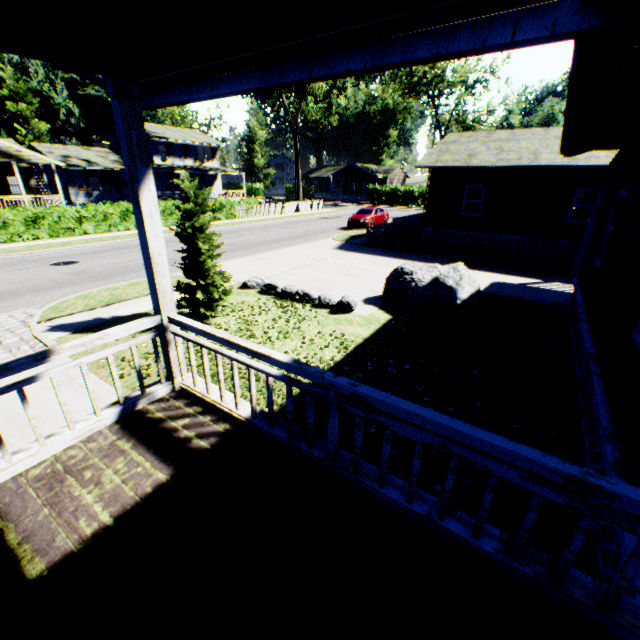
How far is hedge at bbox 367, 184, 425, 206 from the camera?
50.1 meters

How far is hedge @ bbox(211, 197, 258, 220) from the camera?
28.84m

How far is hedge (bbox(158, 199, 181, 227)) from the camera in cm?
2456

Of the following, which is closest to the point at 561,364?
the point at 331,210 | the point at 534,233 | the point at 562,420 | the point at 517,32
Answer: the point at 562,420

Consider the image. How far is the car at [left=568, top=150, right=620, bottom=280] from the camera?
9.02m

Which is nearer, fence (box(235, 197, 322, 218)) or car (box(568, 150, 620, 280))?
car (box(568, 150, 620, 280))

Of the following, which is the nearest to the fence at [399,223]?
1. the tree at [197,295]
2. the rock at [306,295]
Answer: the rock at [306,295]

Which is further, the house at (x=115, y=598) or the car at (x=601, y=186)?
the car at (x=601, y=186)
